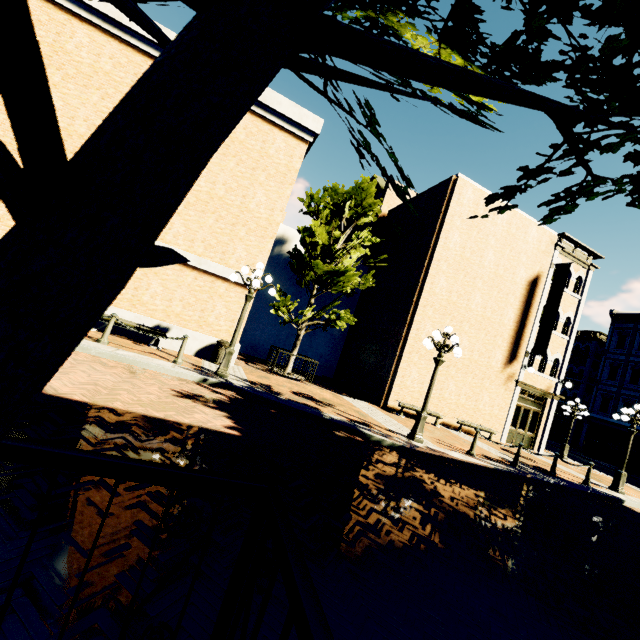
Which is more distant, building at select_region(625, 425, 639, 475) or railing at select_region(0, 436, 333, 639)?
building at select_region(625, 425, 639, 475)

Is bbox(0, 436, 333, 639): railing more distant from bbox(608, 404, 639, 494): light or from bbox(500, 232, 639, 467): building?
bbox(500, 232, 639, 467): building

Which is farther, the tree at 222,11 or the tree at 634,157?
the tree at 634,157

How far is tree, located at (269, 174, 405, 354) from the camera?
14.37m

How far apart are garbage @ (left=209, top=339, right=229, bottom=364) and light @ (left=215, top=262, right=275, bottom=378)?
1.55m

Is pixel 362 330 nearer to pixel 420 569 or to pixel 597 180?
pixel 420 569

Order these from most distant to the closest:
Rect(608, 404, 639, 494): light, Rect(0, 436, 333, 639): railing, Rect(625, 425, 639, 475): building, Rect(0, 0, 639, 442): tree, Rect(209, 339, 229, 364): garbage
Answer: Rect(625, 425, 639, 475): building, Rect(608, 404, 639, 494): light, Rect(209, 339, 229, 364): garbage, Rect(0, 436, 333, 639): railing, Rect(0, 0, 639, 442): tree

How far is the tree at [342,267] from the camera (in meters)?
14.37
